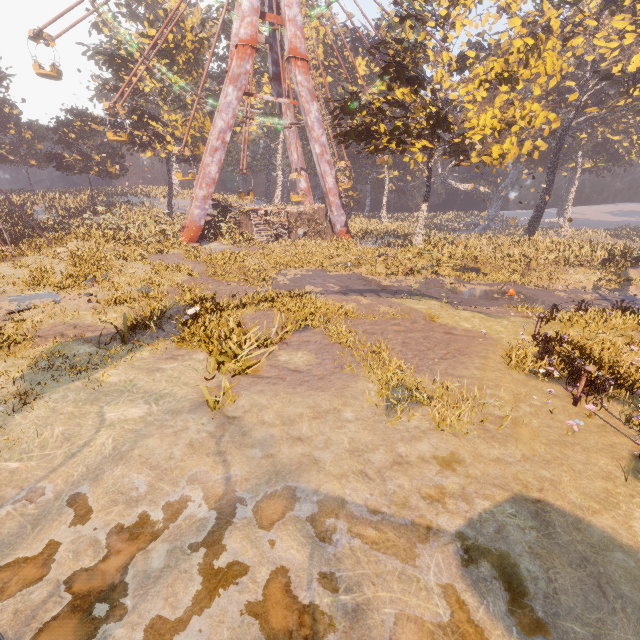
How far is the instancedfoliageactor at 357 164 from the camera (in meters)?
51.91

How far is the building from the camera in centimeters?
3044cm

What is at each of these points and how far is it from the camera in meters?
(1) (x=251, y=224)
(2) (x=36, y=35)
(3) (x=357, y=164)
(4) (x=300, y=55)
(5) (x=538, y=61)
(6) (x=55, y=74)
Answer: (1) building, 31.3 m
(2) ferris wheel, 22.6 m
(3) instancedfoliageactor, 55.1 m
(4) metal support, 26.8 m
(5) tree, 17.9 m
(6) ferris wheel, 23.8 m

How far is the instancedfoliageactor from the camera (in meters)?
51.91

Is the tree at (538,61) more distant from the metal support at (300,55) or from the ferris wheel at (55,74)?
the ferris wheel at (55,74)

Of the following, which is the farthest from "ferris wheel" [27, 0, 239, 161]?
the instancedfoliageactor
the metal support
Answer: the instancedfoliageactor

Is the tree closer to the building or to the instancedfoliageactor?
the building

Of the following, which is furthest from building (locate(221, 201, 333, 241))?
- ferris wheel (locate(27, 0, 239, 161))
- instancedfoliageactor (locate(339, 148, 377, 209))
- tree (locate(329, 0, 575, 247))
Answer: instancedfoliageactor (locate(339, 148, 377, 209))
